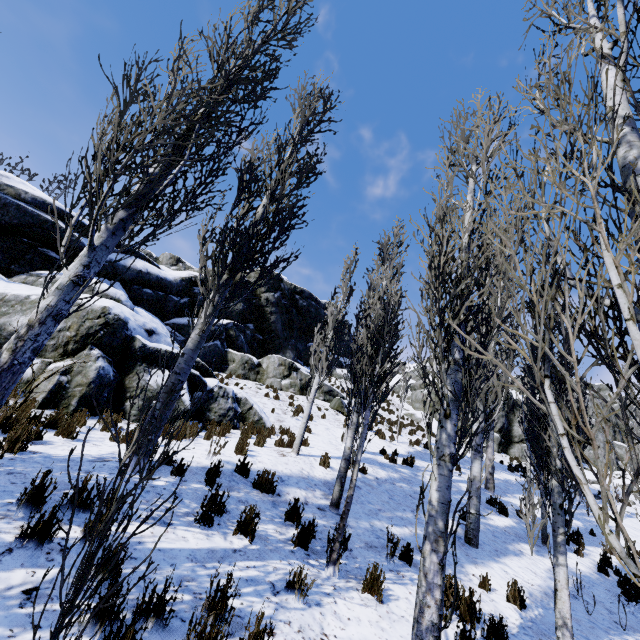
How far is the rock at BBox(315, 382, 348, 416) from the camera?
18.61m

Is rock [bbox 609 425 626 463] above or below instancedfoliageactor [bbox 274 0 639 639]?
above

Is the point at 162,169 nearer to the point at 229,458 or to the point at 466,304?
the point at 466,304

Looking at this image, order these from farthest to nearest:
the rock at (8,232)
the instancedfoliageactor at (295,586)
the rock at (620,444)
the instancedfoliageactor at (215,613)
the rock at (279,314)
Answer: the rock at (620,444)
the rock at (279,314)
the rock at (8,232)
the instancedfoliageactor at (295,586)
the instancedfoliageactor at (215,613)

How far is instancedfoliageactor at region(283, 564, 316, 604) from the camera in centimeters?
370cm

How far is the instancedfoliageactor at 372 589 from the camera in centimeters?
432cm
